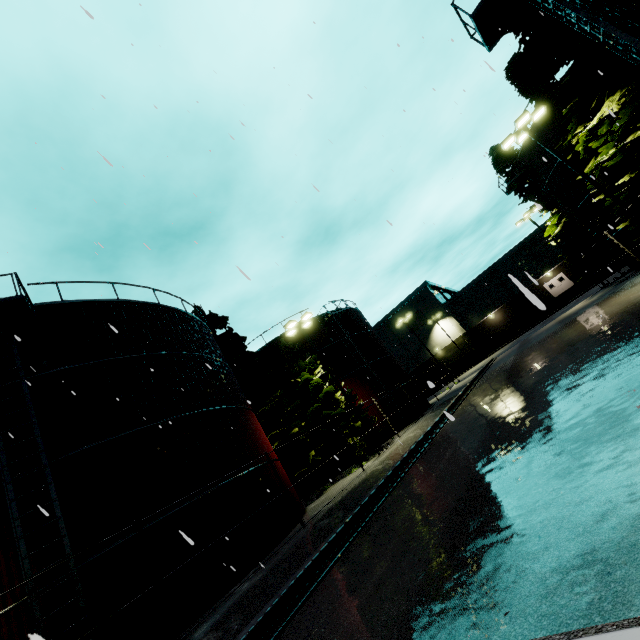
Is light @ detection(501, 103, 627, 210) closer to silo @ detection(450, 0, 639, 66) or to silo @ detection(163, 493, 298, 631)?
silo @ detection(450, 0, 639, 66)

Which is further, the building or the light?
the building

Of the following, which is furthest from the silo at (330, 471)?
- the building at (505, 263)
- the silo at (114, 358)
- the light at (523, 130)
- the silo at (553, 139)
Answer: the silo at (553, 139)

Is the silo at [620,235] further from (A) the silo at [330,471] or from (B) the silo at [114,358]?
(B) the silo at [114,358]

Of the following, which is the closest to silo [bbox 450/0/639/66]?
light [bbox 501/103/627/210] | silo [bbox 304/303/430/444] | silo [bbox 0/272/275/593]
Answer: silo [bbox 0/272/275/593]

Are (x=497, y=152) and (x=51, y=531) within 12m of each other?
no

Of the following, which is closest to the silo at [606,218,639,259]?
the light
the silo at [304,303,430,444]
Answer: the light

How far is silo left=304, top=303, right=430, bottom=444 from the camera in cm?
2653
